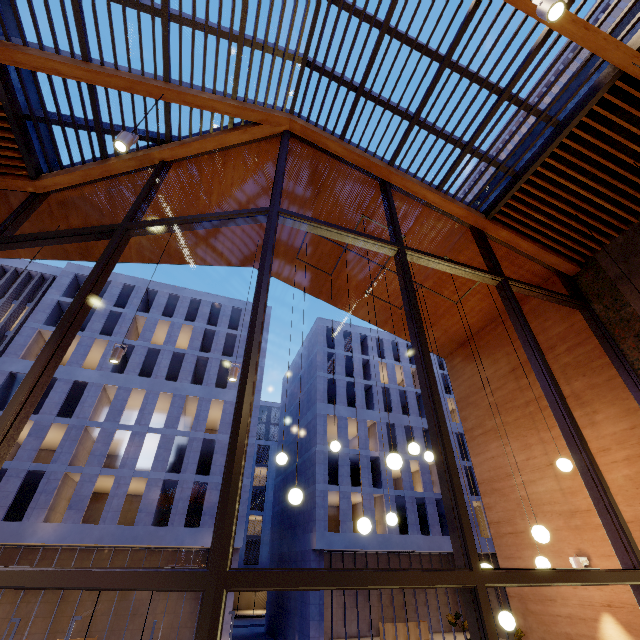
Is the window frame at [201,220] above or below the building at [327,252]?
below

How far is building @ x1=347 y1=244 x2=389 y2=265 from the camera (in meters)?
7.66

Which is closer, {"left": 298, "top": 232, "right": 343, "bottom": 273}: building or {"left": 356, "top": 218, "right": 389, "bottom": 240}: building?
{"left": 356, "top": 218, "right": 389, "bottom": 240}: building

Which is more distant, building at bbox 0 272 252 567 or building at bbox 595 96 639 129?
building at bbox 0 272 252 567

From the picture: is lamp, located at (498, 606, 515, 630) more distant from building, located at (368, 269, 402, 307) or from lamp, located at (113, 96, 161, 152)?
lamp, located at (113, 96, 161, 152)

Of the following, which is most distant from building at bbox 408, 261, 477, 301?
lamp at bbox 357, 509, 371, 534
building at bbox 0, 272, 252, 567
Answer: building at bbox 0, 272, 252, 567

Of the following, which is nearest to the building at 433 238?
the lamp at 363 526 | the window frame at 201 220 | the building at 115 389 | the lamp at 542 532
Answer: the window frame at 201 220

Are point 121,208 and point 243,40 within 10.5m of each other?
yes
